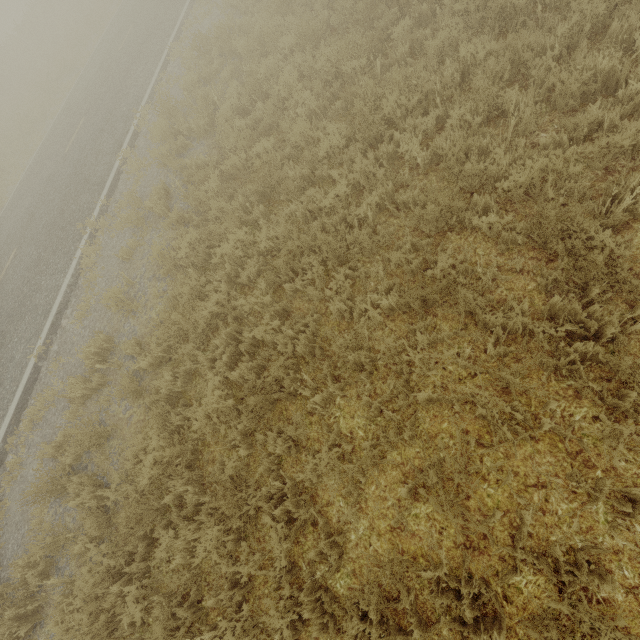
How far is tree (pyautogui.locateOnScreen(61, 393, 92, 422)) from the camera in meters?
5.9

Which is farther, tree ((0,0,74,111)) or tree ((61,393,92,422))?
tree ((0,0,74,111))

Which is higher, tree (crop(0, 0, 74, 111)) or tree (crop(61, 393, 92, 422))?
tree (crop(0, 0, 74, 111))

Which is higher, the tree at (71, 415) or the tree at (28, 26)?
the tree at (28, 26)

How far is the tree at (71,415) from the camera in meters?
5.9

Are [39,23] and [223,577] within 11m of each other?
no
